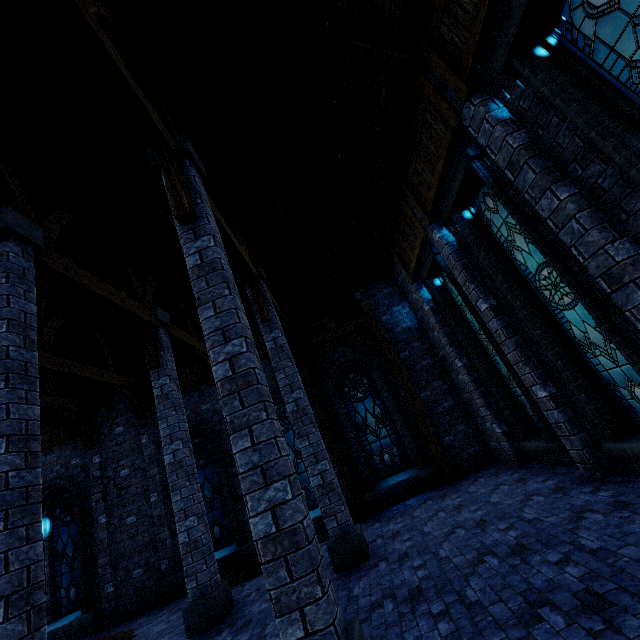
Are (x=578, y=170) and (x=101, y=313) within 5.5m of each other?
no

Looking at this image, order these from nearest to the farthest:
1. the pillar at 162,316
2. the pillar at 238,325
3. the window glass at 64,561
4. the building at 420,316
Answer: the pillar at 238,325, the building at 420,316, the pillar at 162,316, the window glass at 64,561

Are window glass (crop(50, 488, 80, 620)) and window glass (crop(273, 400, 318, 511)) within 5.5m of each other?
no

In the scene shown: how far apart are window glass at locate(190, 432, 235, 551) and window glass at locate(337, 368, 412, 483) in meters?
4.5

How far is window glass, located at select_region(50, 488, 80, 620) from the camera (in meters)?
10.22

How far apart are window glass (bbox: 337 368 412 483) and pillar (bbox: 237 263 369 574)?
3.52m

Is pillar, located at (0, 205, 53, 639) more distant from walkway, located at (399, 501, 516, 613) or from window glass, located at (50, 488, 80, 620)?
window glass, located at (50, 488, 80, 620)

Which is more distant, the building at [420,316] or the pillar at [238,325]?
the building at [420,316]
